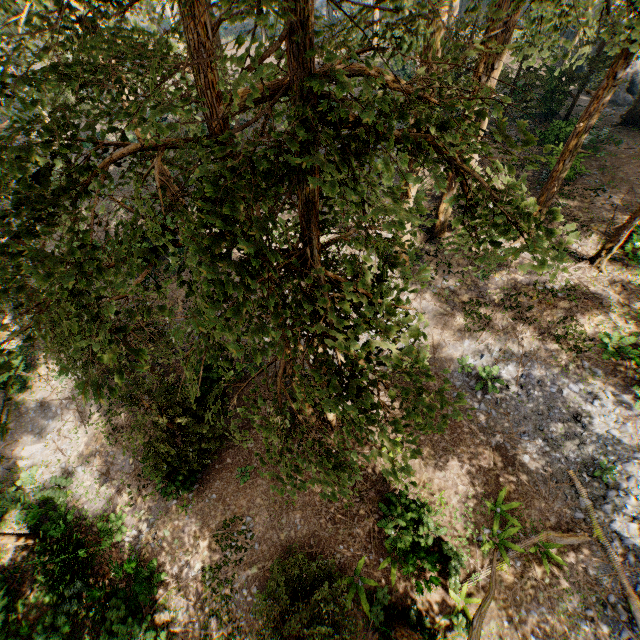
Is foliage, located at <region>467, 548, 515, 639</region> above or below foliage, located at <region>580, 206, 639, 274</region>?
above

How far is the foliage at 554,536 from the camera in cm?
1236

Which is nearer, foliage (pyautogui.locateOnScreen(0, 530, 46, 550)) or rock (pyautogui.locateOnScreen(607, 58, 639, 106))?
foliage (pyautogui.locateOnScreen(0, 530, 46, 550))

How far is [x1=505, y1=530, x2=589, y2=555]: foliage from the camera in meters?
12.4

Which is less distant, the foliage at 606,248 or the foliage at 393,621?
Result: the foliage at 393,621

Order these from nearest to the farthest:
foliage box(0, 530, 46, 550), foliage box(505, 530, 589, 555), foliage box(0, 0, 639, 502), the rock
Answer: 1. foliage box(0, 0, 639, 502)
2. foliage box(505, 530, 589, 555)
3. foliage box(0, 530, 46, 550)
4. the rock

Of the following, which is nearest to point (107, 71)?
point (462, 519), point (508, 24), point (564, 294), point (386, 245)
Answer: point (386, 245)
